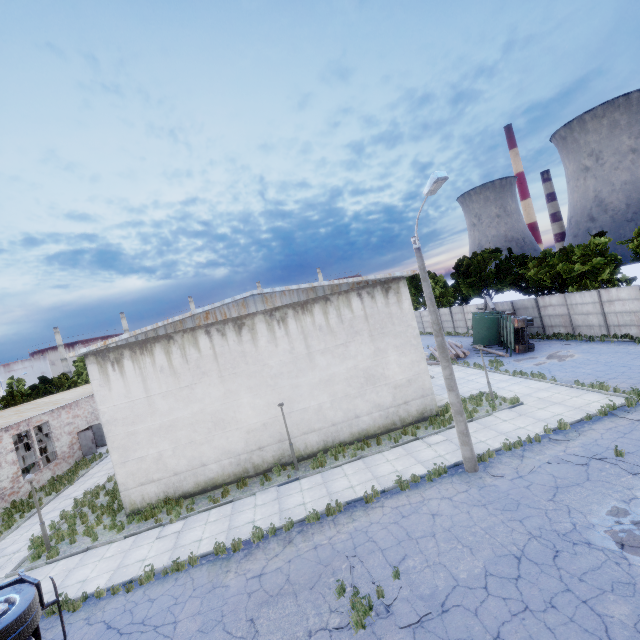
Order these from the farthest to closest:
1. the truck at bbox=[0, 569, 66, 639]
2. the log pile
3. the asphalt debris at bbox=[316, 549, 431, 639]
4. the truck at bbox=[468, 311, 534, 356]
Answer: the log pile < the truck at bbox=[468, 311, 534, 356] < the asphalt debris at bbox=[316, 549, 431, 639] < the truck at bbox=[0, 569, 66, 639]

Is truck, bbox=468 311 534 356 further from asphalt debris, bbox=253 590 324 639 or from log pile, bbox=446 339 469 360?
asphalt debris, bbox=253 590 324 639

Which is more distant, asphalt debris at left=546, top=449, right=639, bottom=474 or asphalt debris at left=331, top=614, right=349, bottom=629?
asphalt debris at left=546, top=449, right=639, bottom=474

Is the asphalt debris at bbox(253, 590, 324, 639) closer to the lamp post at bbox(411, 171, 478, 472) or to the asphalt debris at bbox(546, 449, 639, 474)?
the lamp post at bbox(411, 171, 478, 472)

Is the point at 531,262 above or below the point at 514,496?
above

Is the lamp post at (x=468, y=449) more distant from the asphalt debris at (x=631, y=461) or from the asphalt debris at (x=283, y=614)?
the asphalt debris at (x=283, y=614)

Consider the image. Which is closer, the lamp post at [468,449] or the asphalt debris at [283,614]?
the asphalt debris at [283,614]

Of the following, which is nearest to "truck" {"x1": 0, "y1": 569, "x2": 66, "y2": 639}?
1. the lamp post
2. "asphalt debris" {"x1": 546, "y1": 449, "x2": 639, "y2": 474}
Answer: the lamp post
